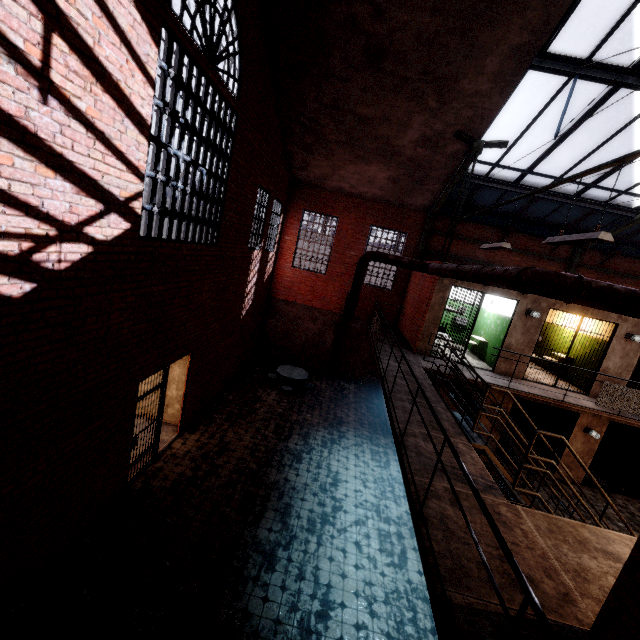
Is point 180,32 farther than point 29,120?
Yes

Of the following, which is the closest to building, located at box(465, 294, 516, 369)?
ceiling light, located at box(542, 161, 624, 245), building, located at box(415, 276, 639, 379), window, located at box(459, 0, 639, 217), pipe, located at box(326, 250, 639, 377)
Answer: building, located at box(415, 276, 639, 379)

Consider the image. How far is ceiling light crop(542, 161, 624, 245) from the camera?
3.95m

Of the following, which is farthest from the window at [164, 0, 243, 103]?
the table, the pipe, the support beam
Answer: the table

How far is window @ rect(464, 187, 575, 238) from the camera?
10.70m

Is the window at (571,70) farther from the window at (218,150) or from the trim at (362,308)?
the window at (218,150)

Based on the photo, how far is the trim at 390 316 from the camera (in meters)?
14.20

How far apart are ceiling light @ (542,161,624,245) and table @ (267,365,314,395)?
8.7m
